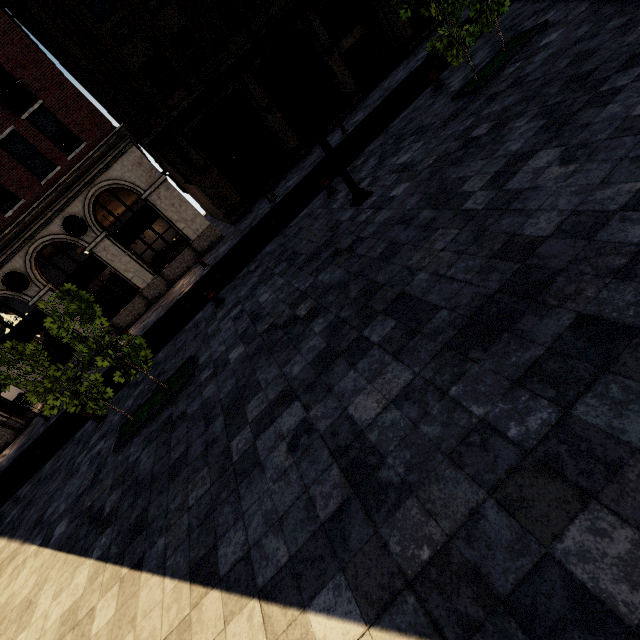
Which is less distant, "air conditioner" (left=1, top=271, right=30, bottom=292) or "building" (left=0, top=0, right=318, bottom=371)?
"building" (left=0, top=0, right=318, bottom=371)

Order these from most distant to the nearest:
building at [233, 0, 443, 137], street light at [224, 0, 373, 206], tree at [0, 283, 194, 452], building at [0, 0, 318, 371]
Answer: building at [233, 0, 443, 137] < building at [0, 0, 318, 371] < tree at [0, 283, 194, 452] < street light at [224, 0, 373, 206]

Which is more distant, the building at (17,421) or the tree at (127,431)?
the building at (17,421)

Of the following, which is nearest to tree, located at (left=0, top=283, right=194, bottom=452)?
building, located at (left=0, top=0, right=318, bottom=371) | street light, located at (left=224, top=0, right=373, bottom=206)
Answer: street light, located at (left=224, top=0, right=373, bottom=206)

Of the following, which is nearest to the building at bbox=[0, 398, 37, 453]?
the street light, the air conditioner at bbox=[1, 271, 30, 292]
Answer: the air conditioner at bbox=[1, 271, 30, 292]

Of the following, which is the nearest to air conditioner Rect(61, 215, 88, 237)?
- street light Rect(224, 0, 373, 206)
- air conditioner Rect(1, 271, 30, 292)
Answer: air conditioner Rect(1, 271, 30, 292)

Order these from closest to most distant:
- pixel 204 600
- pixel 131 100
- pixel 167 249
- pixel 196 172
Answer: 1. pixel 204 600
2. pixel 131 100
3. pixel 196 172
4. pixel 167 249

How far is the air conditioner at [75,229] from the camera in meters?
16.0 m
